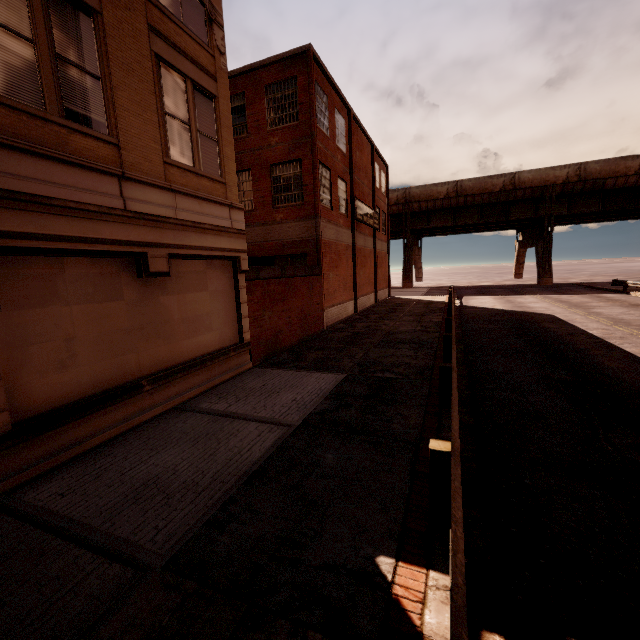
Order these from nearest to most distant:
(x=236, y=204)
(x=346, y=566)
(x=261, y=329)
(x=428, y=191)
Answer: (x=346, y=566) < (x=236, y=204) < (x=261, y=329) < (x=428, y=191)

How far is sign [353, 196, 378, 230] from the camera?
22.5m

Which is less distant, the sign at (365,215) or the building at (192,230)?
the building at (192,230)

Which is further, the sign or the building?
the sign

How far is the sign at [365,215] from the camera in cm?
2253
